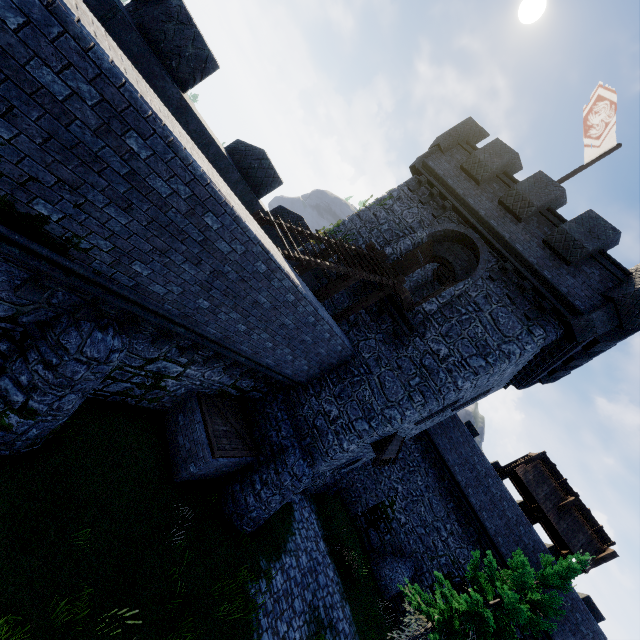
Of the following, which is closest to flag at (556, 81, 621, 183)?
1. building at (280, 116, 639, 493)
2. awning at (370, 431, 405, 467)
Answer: building at (280, 116, 639, 493)

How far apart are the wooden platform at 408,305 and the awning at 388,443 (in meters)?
5.23

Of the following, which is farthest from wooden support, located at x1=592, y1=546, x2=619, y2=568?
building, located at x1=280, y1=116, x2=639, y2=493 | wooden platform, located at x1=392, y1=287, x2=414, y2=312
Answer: wooden platform, located at x1=392, y1=287, x2=414, y2=312

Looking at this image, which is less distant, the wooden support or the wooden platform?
the wooden platform

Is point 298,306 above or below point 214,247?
above

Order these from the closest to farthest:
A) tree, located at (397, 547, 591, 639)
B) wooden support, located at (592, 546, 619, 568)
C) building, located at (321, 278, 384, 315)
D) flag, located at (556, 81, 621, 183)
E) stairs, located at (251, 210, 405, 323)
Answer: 1. stairs, located at (251, 210, 405, 323)
2. flag, located at (556, 81, 621, 183)
3. tree, located at (397, 547, 591, 639)
4. building, located at (321, 278, 384, 315)
5. wooden support, located at (592, 546, 619, 568)

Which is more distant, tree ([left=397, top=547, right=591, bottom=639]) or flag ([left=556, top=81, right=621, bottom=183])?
tree ([left=397, top=547, right=591, bottom=639])

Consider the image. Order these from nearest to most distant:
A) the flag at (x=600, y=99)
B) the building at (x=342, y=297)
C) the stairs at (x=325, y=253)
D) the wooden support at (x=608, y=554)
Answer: the stairs at (x=325, y=253) → the flag at (x=600, y=99) → the building at (x=342, y=297) → the wooden support at (x=608, y=554)
